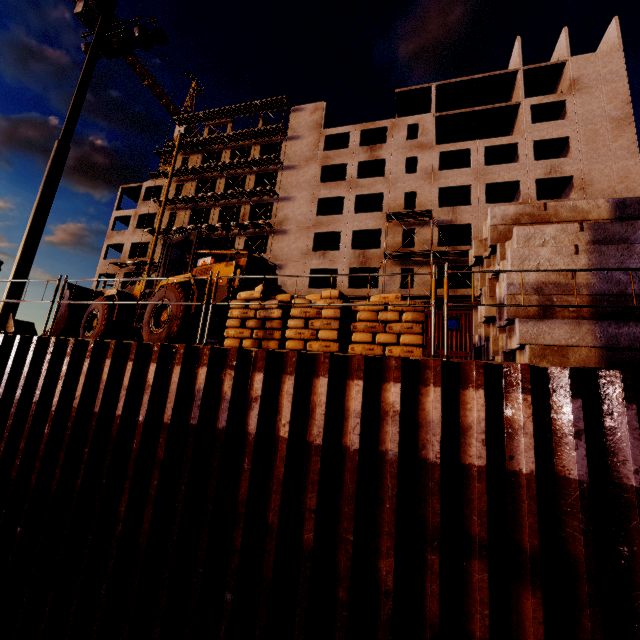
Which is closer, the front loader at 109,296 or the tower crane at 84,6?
the front loader at 109,296

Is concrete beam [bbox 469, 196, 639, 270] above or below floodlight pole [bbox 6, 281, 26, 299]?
above

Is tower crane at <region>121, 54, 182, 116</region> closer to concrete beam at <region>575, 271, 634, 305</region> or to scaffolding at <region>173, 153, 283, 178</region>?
scaffolding at <region>173, 153, 283, 178</region>

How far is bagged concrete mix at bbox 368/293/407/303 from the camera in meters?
5.6

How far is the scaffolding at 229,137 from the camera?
36.6 meters

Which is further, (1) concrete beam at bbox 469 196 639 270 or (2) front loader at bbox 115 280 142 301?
(2) front loader at bbox 115 280 142 301

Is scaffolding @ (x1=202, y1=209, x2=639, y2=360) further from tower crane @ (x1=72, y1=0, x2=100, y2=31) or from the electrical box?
the electrical box

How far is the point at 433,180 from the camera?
30.8m
